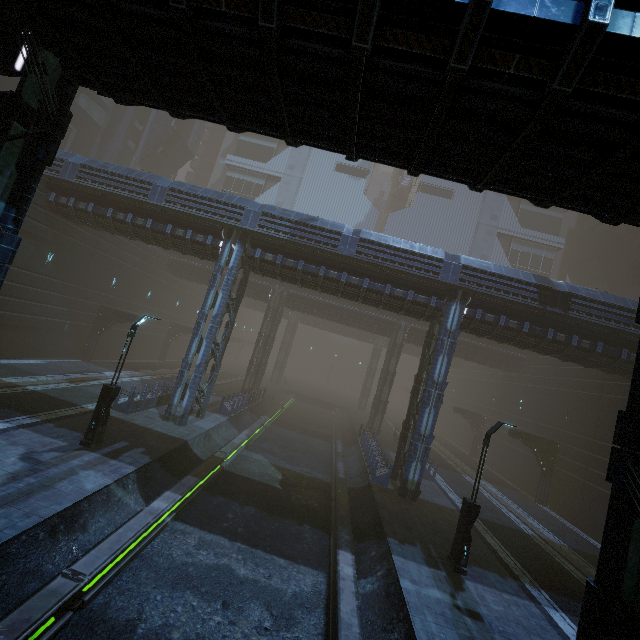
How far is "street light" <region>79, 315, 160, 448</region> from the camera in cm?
1273

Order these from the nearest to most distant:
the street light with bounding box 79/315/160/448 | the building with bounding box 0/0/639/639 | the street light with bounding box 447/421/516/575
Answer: the building with bounding box 0/0/639/639
the street light with bounding box 447/421/516/575
the street light with bounding box 79/315/160/448

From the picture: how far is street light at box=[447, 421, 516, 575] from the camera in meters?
11.6 m

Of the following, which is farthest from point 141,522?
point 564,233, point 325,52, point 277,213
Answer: point 564,233

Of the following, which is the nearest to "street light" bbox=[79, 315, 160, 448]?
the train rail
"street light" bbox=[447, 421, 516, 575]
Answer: the train rail

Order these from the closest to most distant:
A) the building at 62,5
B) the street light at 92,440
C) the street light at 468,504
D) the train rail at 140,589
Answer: the building at 62,5
the train rail at 140,589
the street light at 468,504
the street light at 92,440

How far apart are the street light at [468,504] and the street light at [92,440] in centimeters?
1435cm

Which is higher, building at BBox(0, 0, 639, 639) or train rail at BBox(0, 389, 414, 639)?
building at BBox(0, 0, 639, 639)
